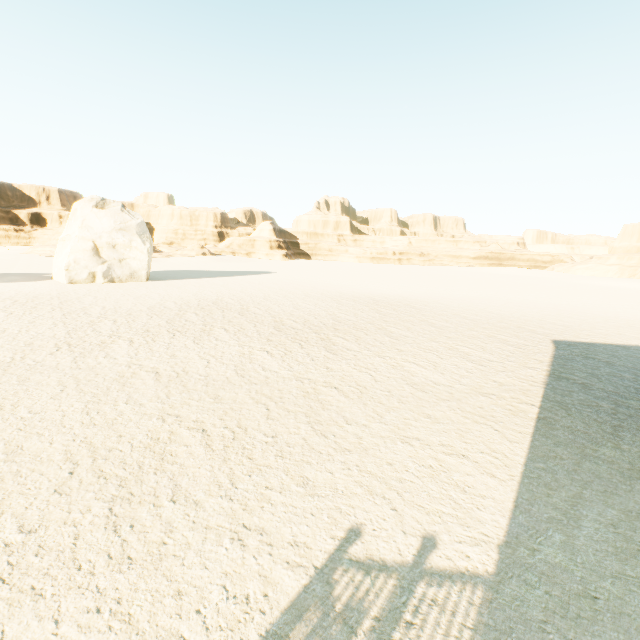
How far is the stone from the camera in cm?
2580

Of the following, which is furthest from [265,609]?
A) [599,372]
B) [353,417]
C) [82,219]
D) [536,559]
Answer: [82,219]

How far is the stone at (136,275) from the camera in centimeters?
2580cm
